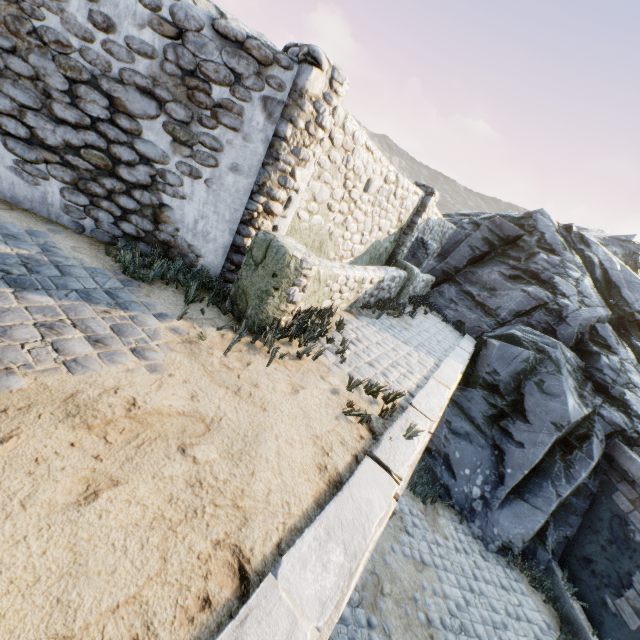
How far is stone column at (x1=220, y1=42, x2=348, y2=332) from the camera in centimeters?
372cm

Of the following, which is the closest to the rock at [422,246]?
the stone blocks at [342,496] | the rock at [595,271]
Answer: the stone blocks at [342,496]

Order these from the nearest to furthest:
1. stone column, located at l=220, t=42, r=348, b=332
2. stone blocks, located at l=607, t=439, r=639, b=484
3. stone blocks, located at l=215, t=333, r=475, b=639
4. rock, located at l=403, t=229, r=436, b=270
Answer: stone blocks, located at l=215, t=333, r=475, b=639, stone column, located at l=220, t=42, r=348, b=332, stone blocks, located at l=607, t=439, r=639, b=484, rock, located at l=403, t=229, r=436, b=270

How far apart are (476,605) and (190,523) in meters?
7.0 m

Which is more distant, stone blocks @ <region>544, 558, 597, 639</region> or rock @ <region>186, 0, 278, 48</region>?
rock @ <region>186, 0, 278, 48</region>

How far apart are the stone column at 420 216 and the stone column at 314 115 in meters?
5.0 m

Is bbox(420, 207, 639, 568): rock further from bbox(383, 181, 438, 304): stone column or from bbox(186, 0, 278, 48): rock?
bbox(383, 181, 438, 304): stone column

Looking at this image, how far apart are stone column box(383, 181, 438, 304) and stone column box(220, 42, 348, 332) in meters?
5.0
